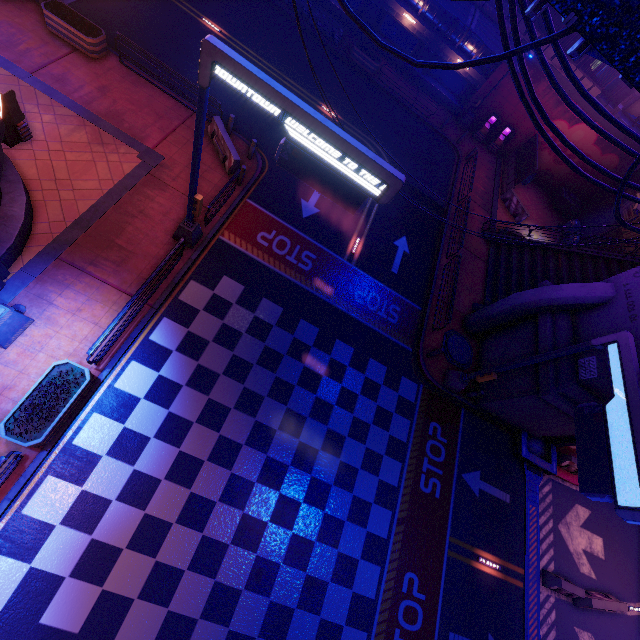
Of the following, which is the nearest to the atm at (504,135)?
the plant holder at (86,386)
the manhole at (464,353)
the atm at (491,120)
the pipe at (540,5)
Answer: the atm at (491,120)

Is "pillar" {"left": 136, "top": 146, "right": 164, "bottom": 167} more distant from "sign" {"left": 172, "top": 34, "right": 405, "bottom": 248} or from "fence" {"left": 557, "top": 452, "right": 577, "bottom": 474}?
"fence" {"left": 557, "top": 452, "right": 577, "bottom": 474}

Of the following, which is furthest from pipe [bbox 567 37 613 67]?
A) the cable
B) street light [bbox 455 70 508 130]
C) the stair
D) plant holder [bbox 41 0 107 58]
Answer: street light [bbox 455 70 508 130]

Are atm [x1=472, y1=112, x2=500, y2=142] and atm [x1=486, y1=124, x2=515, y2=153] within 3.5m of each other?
yes

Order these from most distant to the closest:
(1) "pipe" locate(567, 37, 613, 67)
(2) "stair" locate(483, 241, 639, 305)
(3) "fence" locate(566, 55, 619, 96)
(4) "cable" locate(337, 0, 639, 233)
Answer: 1. (3) "fence" locate(566, 55, 619, 96)
2. (2) "stair" locate(483, 241, 639, 305)
3. (4) "cable" locate(337, 0, 639, 233)
4. (1) "pipe" locate(567, 37, 613, 67)

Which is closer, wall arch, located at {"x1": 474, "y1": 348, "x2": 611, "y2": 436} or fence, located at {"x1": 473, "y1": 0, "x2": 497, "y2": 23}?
wall arch, located at {"x1": 474, "y1": 348, "x2": 611, "y2": 436}

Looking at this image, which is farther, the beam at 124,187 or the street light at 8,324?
the beam at 124,187

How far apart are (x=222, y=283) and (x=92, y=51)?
11.7 meters
